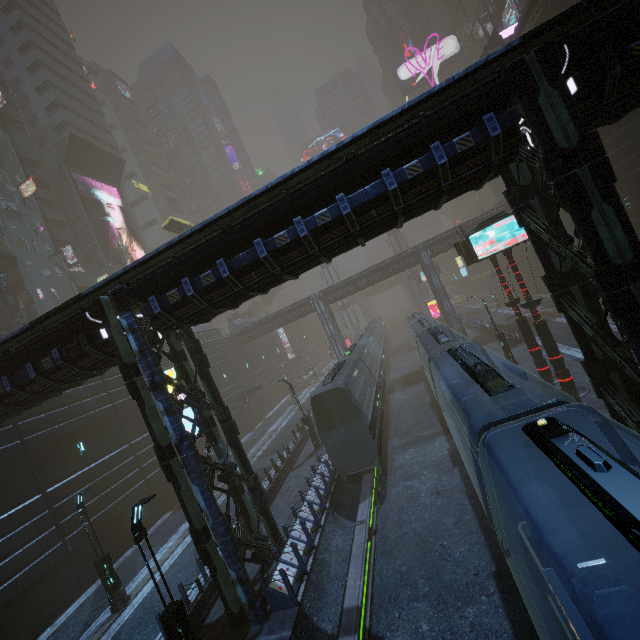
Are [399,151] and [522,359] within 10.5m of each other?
no

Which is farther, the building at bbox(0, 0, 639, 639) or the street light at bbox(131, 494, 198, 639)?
the street light at bbox(131, 494, 198, 639)

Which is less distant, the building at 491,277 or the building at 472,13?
the building at 491,277

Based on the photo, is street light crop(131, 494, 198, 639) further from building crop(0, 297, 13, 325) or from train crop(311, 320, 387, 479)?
train crop(311, 320, 387, 479)

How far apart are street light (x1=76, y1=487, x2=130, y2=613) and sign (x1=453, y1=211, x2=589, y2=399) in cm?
2156

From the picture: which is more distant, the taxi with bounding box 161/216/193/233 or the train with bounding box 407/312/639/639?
the taxi with bounding box 161/216/193/233

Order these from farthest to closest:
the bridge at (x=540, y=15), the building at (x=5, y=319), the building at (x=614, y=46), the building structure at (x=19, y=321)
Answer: the building at (x=5, y=319), the building structure at (x=19, y=321), the bridge at (x=540, y=15), the building at (x=614, y=46)

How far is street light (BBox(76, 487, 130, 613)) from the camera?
14.5m
